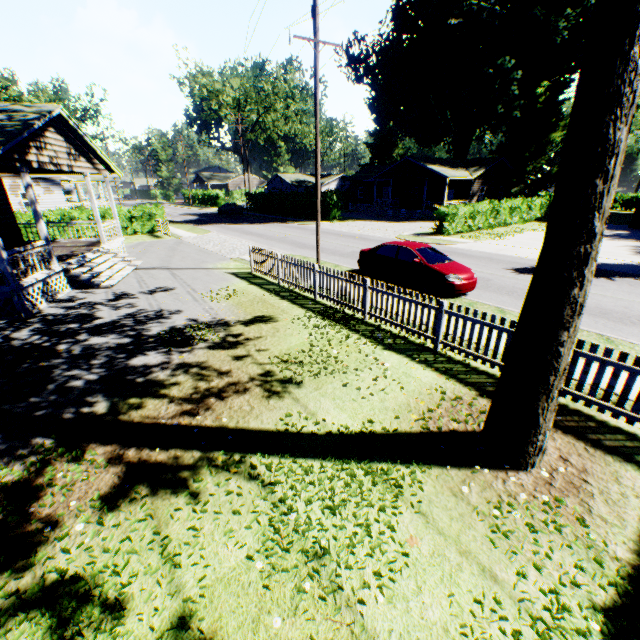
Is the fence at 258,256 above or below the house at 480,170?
below

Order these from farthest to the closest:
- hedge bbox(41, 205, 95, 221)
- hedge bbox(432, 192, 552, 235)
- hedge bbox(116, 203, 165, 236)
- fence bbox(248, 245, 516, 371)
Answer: hedge bbox(116, 203, 165, 236), hedge bbox(432, 192, 552, 235), hedge bbox(41, 205, 95, 221), fence bbox(248, 245, 516, 371)

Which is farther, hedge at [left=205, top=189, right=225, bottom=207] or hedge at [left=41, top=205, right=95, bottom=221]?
hedge at [left=205, top=189, right=225, bottom=207]

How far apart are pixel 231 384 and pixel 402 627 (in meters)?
4.82

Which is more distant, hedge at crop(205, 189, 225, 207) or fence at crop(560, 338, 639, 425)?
hedge at crop(205, 189, 225, 207)

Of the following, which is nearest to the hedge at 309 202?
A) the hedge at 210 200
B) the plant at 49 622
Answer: the hedge at 210 200

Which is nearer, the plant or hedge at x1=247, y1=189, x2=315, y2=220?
the plant

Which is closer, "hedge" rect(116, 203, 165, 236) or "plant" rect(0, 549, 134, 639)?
"plant" rect(0, 549, 134, 639)
